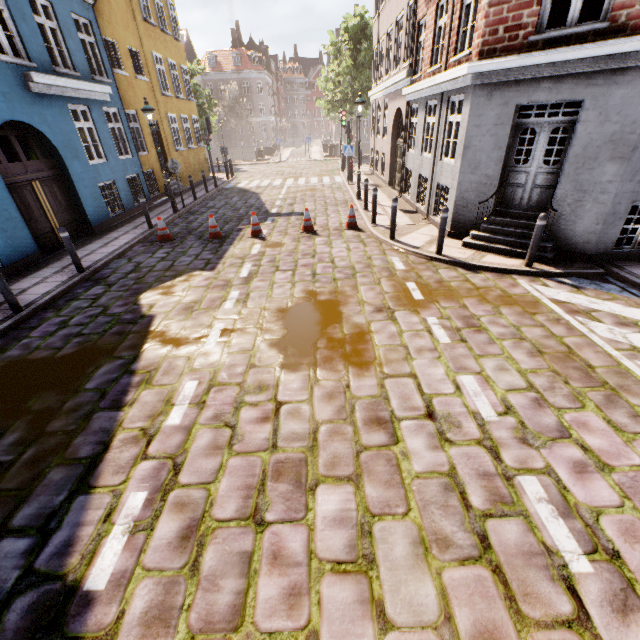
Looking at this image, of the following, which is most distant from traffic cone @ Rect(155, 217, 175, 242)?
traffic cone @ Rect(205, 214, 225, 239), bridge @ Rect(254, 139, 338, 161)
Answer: bridge @ Rect(254, 139, 338, 161)

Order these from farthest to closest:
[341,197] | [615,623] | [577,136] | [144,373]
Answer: [341,197] < [577,136] < [144,373] < [615,623]

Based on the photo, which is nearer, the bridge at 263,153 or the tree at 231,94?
the tree at 231,94

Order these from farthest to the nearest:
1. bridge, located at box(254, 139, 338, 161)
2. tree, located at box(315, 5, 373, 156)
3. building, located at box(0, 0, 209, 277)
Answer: bridge, located at box(254, 139, 338, 161) < tree, located at box(315, 5, 373, 156) < building, located at box(0, 0, 209, 277)

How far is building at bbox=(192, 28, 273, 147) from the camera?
51.8m

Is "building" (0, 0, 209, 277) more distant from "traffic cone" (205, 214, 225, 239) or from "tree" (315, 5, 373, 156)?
"traffic cone" (205, 214, 225, 239)

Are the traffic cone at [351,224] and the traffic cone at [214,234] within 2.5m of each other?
no

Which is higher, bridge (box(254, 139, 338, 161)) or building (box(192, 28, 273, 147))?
building (box(192, 28, 273, 147))
